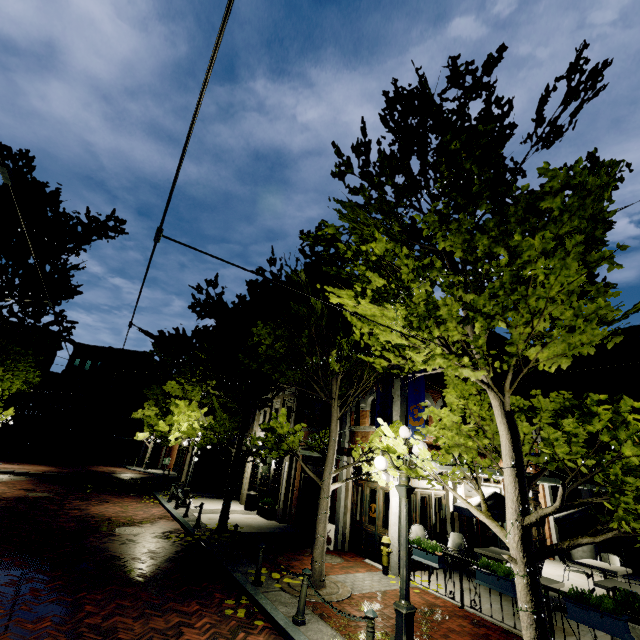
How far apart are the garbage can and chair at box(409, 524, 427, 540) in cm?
999

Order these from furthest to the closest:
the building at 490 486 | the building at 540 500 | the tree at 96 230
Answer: the tree at 96 230
the building at 540 500
the building at 490 486

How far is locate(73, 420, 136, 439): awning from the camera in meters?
37.9 m

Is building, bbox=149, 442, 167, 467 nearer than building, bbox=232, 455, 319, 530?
No

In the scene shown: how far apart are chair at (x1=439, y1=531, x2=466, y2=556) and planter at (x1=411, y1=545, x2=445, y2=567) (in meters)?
2.07

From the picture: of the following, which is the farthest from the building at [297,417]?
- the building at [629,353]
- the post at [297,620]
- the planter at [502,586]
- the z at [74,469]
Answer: the building at [629,353]

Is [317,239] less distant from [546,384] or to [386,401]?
[386,401]

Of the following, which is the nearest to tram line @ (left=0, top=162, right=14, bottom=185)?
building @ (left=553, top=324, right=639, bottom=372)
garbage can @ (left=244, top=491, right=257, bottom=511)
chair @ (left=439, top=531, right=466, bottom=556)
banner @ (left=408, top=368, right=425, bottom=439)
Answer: banner @ (left=408, top=368, right=425, bottom=439)
